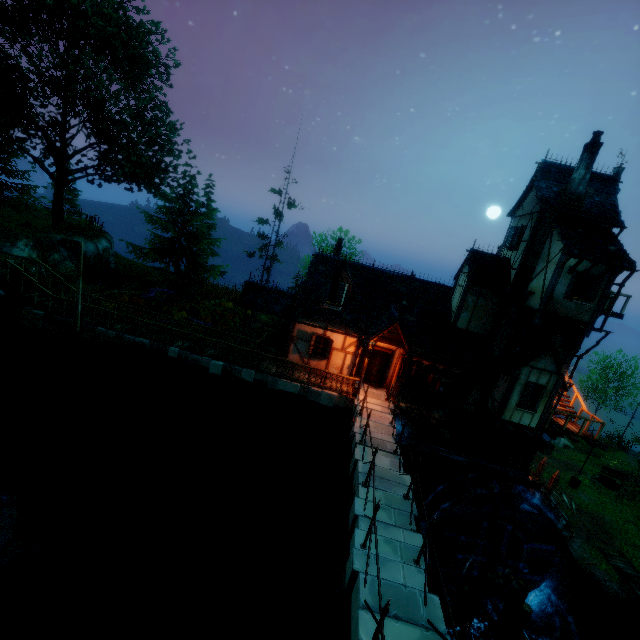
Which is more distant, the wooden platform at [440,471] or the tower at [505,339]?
the wooden platform at [440,471]

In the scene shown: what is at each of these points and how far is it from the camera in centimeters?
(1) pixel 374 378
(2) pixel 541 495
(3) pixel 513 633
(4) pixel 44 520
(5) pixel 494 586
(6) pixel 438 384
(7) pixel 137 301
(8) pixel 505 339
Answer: (1) door, 1788cm
(2) box, 2052cm
(3) piling, 1473cm
(4) rock, 1165cm
(5) waterwhell, 1431cm
(6) box, 1634cm
(7) pumpkin, 2411cm
(8) tower, 1689cm

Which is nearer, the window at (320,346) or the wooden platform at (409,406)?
the wooden platform at (409,406)

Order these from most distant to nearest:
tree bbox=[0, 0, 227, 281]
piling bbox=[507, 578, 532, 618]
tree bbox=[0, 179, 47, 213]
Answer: tree bbox=[0, 179, 47, 213] < tree bbox=[0, 0, 227, 281] < piling bbox=[507, 578, 532, 618]

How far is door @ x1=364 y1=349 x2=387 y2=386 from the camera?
17.6m

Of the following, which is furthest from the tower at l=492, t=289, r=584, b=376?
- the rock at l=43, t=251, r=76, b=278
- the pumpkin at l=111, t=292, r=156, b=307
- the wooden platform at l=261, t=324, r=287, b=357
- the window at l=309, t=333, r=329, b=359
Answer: the rock at l=43, t=251, r=76, b=278

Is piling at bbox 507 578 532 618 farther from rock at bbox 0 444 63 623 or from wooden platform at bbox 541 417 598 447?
rock at bbox 0 444 63 623

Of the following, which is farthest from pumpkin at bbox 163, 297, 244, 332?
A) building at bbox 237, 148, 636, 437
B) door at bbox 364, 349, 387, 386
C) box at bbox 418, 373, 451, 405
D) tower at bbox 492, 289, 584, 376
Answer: tower at bbox 492, 289, 584, 376
